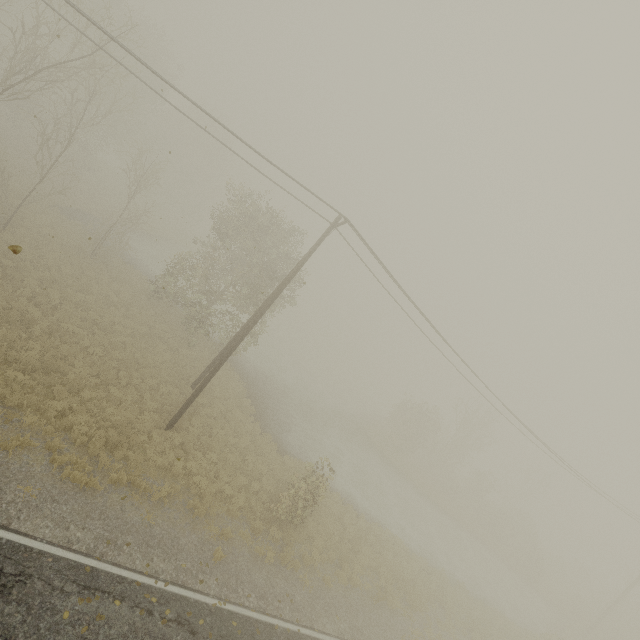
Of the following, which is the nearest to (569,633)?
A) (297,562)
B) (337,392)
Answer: (337,392)

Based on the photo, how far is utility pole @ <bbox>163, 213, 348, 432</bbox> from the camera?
14.0 meters

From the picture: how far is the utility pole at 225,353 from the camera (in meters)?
14.02
